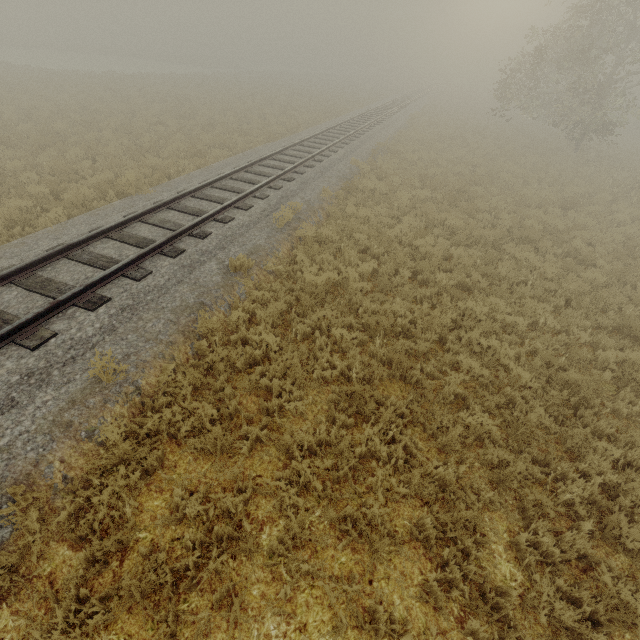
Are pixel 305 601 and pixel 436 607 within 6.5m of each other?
yes
